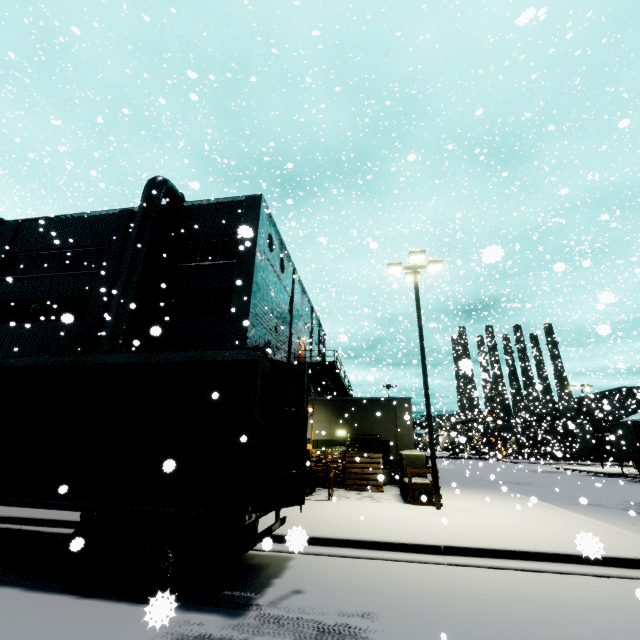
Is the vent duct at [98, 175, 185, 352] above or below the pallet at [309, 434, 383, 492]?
above

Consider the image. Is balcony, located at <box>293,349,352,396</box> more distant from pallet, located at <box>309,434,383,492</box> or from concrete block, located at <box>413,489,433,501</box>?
concrete block, located at <box>413,489,433,501</box>

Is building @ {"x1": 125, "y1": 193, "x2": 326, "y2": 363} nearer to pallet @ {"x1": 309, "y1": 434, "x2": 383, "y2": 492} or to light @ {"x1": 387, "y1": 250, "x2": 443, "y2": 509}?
pallet @ {"x1": 309, "y1": 434, "x2": 383, "y2": 492}

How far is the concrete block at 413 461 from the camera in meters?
12.5

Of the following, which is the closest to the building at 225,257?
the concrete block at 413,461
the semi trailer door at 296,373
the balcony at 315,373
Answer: the balcony at 315,373

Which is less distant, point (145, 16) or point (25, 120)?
point (145, 16)

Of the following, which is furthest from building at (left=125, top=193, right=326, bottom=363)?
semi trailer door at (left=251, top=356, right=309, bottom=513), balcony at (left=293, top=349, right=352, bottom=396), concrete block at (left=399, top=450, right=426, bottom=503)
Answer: semi trailer door at (left=251, top=356, right=309, bottom=513)
